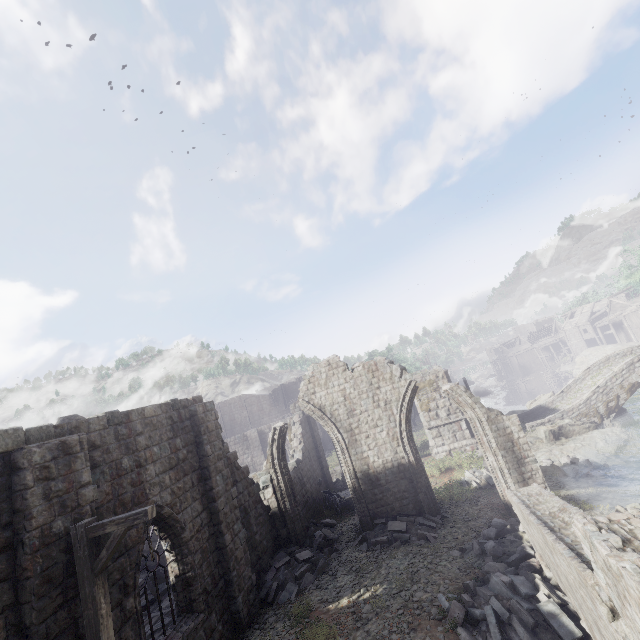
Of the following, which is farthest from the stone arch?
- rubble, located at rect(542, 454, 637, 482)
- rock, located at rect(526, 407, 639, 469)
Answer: rubble, located at rect(542, 454, 637, 482)

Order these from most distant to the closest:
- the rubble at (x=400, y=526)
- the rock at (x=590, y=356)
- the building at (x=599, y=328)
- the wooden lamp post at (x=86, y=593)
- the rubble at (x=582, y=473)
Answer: the building at (x=599, y=328)
the rock at (x=590, y=356)
the rubble at (x=582, y=473)
the rubble at (x=400, y=526)
the wooden lamp post at (x=86, y=593)

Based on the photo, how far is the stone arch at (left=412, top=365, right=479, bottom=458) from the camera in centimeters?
2267cm

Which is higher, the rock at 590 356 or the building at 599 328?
the building at 599 328

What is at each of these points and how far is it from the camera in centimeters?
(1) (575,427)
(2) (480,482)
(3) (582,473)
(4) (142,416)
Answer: (1) rock, 2142cm
(2) rubble, 1634cm
(3) rubble, 1662cm
(4) building, 929cm

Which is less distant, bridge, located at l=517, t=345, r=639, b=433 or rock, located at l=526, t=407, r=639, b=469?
rock, located at l=526, t=407, r=639, b=469

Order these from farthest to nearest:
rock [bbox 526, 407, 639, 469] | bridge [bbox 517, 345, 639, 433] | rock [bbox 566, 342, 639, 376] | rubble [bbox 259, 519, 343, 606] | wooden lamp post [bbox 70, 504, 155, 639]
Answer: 1. rock [bbox 566, 342, 639, 376]
2. bridge [bbox 517, 345, 639, 433]
3. rock [bbox 526, 407, 639, 469]
4. rubble [bbox 259, 519, 343, 606]
5. wooden lamp post [bbox 70, 504, 155, 639]

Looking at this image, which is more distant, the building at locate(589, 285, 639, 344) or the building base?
the building at locate(589, 285, 639, 344)
